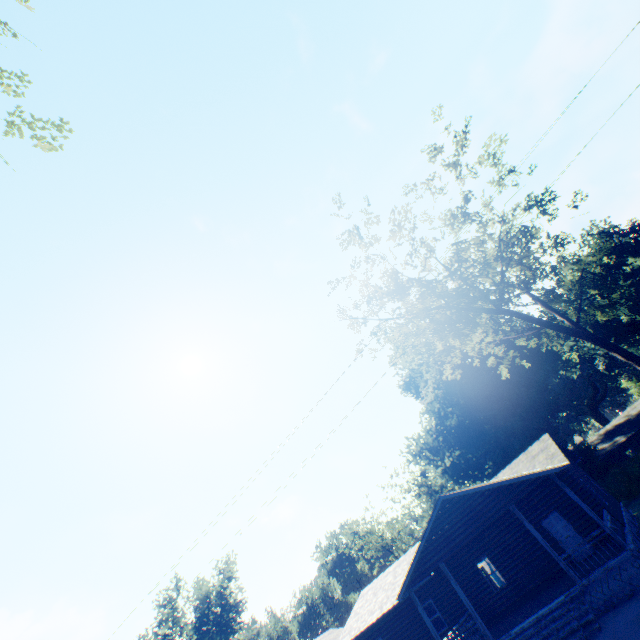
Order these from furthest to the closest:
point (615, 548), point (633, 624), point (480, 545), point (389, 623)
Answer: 1. point (389, 623)
2. point (480, 545)
3. point (615, 548)
4. point (633, 624)

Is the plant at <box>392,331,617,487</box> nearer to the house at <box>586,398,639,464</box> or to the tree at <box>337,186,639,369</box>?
the house at <box>586,398,639,464</box>

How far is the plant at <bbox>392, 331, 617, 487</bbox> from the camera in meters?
36.1

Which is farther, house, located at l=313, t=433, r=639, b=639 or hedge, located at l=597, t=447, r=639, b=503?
hedge, located at l=597, t=447, r=639, b=503

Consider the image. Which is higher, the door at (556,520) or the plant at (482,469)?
the plant at (482,469)

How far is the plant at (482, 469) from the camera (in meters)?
36.06

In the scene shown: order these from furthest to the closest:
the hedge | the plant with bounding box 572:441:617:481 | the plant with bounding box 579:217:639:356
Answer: the plant with bounding box 579:217:639:356, the plant with bounding box 572:441:617:481, the hedge
